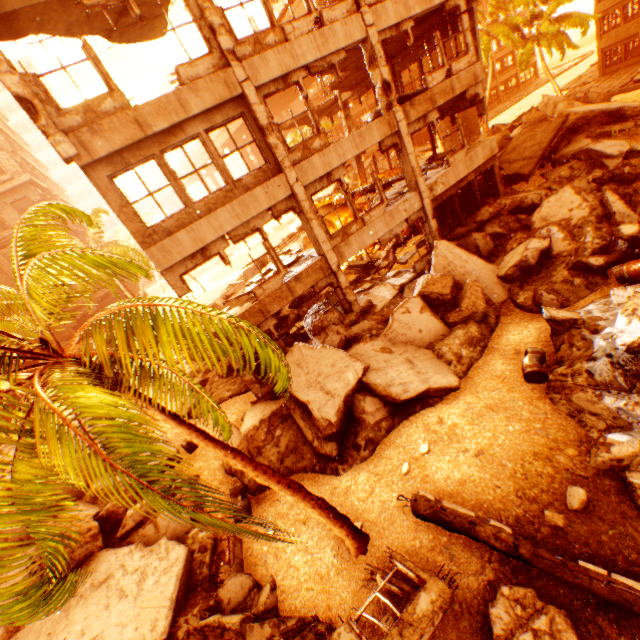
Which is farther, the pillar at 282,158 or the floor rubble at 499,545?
the pillar at 282,158

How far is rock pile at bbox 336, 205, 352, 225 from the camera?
24.2m

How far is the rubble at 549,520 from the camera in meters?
5.7 m

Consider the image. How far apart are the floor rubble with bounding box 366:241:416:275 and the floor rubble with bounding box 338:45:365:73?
8.34m

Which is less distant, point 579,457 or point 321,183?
point 579,457

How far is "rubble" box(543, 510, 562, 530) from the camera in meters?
5.7 m

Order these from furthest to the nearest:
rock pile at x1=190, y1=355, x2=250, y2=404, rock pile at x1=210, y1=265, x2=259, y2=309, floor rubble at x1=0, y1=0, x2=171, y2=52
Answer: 1. rock pile at x1=210, y1=265, x2=259, y2=309
2. rock pile at x1=190, y1=355, x2=250, y2=404
3. floor rubble at x1=0, y1=0, x2=171, y2=52

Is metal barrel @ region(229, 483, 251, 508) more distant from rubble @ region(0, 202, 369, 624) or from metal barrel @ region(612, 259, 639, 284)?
metal barrel @ region(612, 259, 639, 284)
